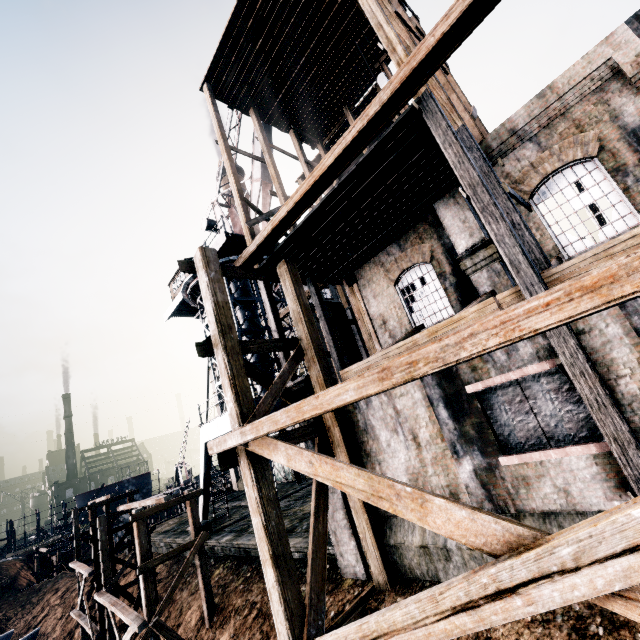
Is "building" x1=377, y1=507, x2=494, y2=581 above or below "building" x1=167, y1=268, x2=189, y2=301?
Result: below

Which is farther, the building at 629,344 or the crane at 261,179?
the crane at 261,179

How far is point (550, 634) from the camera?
5.9m

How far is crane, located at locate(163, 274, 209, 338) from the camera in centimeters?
2398cm

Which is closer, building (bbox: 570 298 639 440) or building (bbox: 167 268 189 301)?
building (bbox: 570 298 639 440)

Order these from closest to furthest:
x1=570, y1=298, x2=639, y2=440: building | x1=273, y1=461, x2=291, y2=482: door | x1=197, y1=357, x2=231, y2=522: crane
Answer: x1=570, y1=298, x2=639, y2=440: building
x1=197, y1=357, x2=231, y2=522: crane
x1=273, y1=461, x2=291, y2=482: door

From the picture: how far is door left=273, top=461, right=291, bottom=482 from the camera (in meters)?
32.72

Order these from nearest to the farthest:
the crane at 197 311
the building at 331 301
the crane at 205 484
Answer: the crane at 205 484
the building at 331 301
the crane at 197 311
